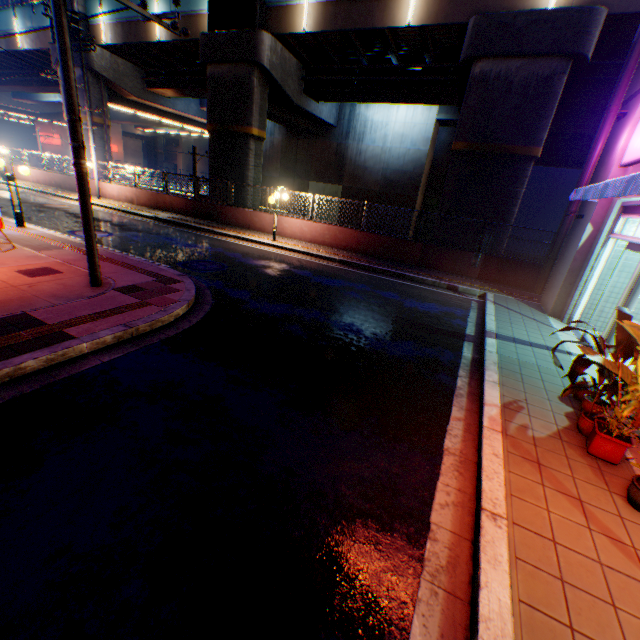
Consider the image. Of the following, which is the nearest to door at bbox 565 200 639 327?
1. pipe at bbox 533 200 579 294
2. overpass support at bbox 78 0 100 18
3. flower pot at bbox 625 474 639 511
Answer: pipe at bbox 533 200 579 294

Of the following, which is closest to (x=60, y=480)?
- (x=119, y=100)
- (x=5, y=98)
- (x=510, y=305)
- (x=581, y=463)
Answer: (x=581, y=463)

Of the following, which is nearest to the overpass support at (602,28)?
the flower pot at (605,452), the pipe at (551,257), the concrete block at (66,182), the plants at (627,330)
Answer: the concrete block at (66,182)

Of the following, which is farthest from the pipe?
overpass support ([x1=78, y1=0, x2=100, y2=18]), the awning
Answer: overpass support ([x1=78, y1=0, x2=100, y2=18])

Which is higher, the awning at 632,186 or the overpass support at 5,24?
the overpass support at 5,24

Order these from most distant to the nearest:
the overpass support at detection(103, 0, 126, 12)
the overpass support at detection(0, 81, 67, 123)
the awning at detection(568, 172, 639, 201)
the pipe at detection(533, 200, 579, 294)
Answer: the overpass support at detection(0, 81, 67, 123) → the overpass support at detection(103, 0, 126, 12) → the pipe at detection(533, 200, 579, 294) → the awning at detection(568, 172, 639, 201)

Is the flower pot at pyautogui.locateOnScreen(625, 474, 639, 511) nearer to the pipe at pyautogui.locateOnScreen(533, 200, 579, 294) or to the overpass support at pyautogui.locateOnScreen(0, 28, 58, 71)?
the pipe at pyautogui.locateOnScreen(533, 200, 579, 294)

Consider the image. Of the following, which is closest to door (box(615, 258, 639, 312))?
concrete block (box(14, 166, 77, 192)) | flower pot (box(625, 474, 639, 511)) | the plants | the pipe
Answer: the plants
